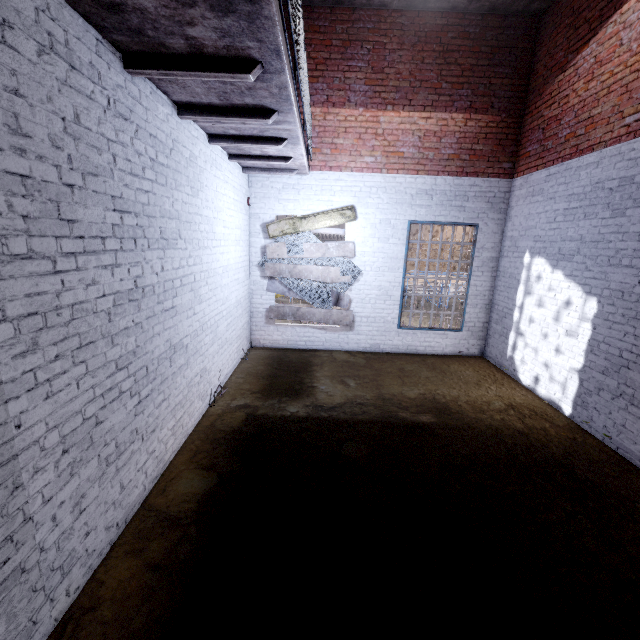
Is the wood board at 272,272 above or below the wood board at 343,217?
below

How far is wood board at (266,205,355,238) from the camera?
7.1m

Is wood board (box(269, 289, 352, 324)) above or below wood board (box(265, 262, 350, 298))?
below

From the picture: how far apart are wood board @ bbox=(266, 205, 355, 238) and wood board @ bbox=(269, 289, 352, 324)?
0.09m

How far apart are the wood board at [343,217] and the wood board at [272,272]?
0.1 meters

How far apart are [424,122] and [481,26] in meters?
2.0 m

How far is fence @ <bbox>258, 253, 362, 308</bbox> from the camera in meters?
7.3
